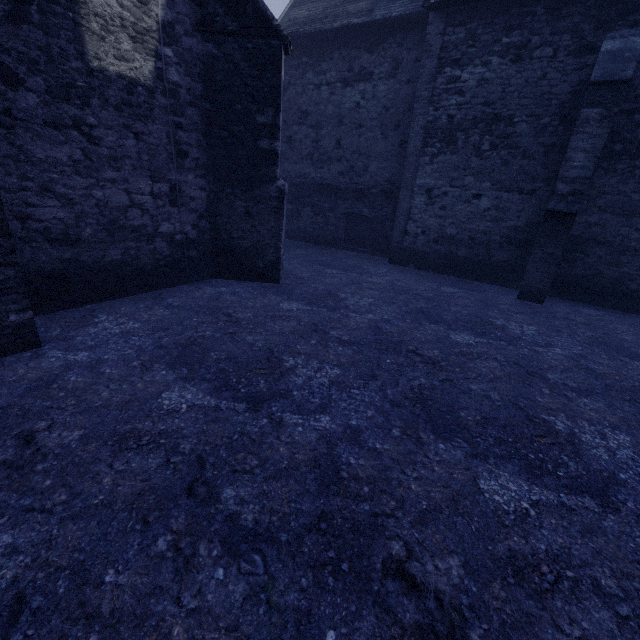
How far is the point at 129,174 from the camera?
5.7 meters
